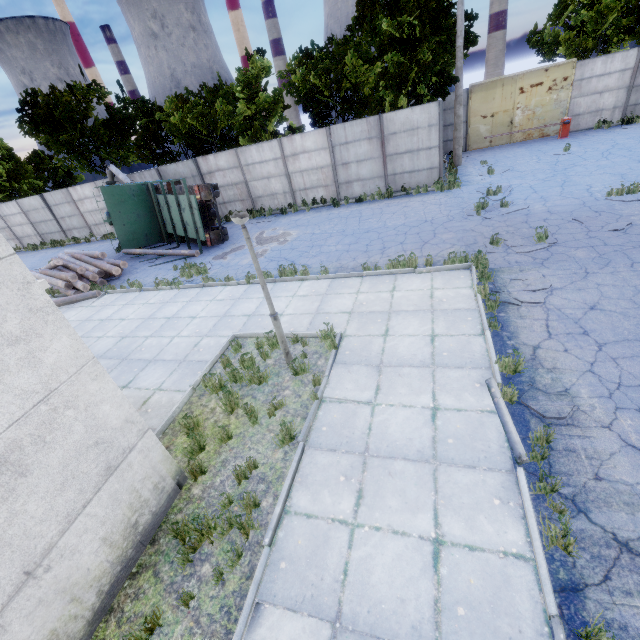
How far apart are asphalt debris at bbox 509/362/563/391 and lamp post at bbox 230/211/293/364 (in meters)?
4.11

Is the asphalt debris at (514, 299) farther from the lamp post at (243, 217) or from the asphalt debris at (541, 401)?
the lamp post at (243, 217)

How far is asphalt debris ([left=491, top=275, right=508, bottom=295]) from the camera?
7.7 meters

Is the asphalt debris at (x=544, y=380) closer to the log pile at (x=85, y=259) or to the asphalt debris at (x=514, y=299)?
the asphalt debris at (x=514, y=299)

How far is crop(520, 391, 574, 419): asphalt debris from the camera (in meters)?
4.68

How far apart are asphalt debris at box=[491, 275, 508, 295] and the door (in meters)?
18.77

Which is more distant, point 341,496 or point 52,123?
point 52,123
